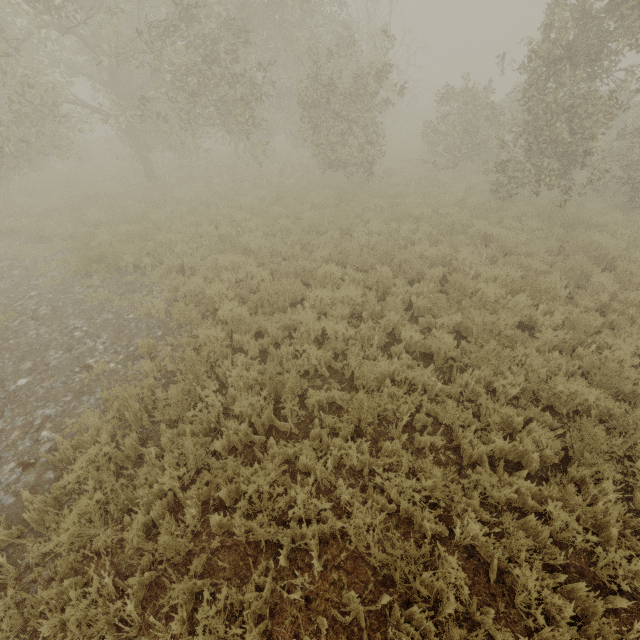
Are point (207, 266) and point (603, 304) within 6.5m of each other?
no
